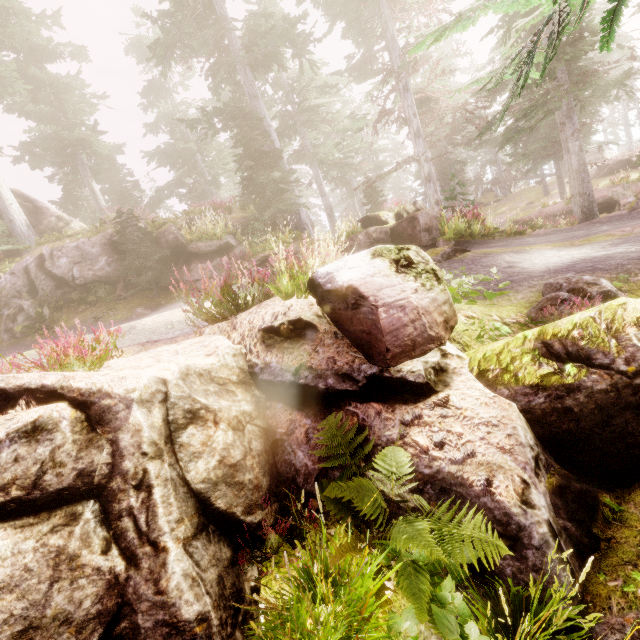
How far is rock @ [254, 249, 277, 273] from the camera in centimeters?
1276cm

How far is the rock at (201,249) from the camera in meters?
12.7 m

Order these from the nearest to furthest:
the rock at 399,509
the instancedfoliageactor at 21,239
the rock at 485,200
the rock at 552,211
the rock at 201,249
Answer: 1. the rock at 399,509
2. the rock at 201,249
3. the instancedfoliageactor at 21,239
4. the rock at 552,211
5. the rock at 485,200

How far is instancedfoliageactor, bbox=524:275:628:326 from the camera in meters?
4.3 m

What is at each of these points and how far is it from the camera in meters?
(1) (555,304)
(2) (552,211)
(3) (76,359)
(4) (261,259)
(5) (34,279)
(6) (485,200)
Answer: (1) instancedfoliageactor, 4.7
(2) rock, 19.8
(3) instancedfoliageactor, 3.6
(4) rock, 12.8
(5) rock, 13.8
(6) rock, 37.6

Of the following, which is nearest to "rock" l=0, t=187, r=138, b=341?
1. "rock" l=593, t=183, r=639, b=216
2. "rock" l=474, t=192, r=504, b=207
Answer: "rock" l=593, t=183, r=639, b=216

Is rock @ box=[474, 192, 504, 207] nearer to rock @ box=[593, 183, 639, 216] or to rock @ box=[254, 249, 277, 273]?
rock @ box=[593, 183, 639, 216]

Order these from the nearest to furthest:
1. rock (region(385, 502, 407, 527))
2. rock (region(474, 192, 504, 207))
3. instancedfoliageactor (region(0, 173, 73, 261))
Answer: rock (region(385, 502, 407, 527)) → instancedfoliageactor (region(0, 173, 73, 261)) → rock (region(474, 192, 504, 207))
